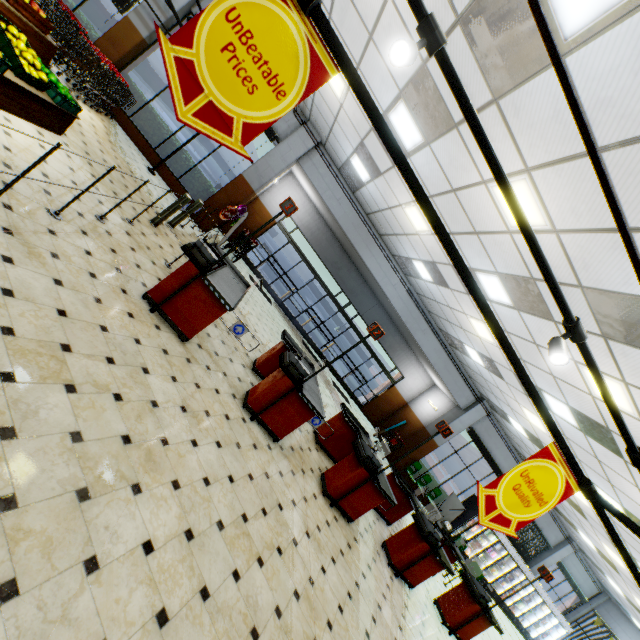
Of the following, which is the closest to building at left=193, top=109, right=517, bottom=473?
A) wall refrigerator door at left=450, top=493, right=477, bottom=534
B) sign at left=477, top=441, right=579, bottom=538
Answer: wall refrigerator door at left=450, top=493, right=477, bottom=534

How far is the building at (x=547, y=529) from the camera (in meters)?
16.28

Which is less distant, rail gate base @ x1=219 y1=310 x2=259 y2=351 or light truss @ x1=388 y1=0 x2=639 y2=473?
light truss @ x1=388 y1=0 x2=639 y2=473

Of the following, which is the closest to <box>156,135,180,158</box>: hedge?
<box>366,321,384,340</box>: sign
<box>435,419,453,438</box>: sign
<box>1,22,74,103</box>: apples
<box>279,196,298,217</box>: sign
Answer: <box>1,22,74,103</box>: apples

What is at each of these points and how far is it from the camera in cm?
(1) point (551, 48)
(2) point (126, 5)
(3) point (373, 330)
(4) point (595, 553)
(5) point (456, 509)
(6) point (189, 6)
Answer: (1) pipe, 194
(2) curtain, 924
(3) sign, 490
(4) building, 1390
(5) sign, 1152
(6) building, 943

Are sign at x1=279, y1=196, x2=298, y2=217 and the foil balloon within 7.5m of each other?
yes

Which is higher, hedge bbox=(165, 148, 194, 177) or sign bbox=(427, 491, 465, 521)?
sign bbox=(427, 491, 465, 521)

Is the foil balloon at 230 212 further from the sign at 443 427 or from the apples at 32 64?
the sign at 443 427
